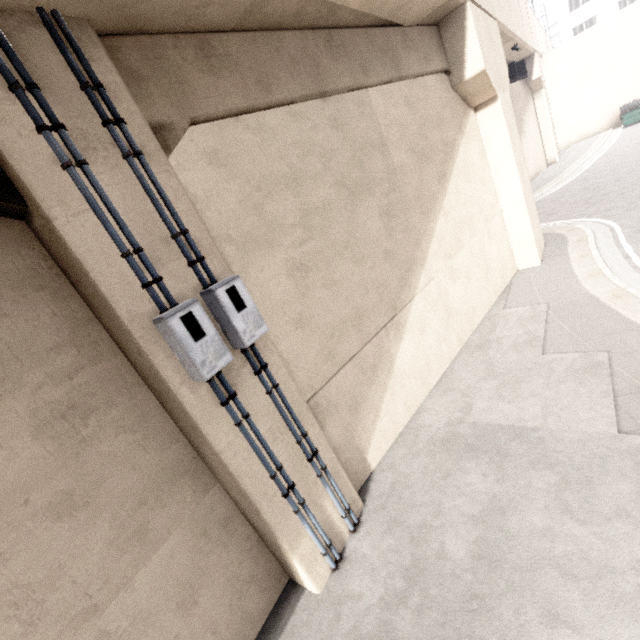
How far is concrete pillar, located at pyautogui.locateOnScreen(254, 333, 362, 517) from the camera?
4.2m

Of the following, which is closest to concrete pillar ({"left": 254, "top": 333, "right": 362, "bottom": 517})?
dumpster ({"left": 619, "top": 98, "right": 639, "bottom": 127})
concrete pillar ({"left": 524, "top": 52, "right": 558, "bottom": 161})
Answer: concrete pillar ({"left": 524, "top": 52, "right": 558, "bottom": 161})

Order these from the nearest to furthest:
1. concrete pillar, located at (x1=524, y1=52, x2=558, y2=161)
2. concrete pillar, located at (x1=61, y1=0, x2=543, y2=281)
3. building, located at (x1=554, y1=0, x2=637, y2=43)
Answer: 1. concrete pillar, located at (x1=61, y1=0, x2=543, y2=281)
2. concrete pillar, located at (x1=524, y1=52, x2=558, y2=161)
3. building, located at (x1=554, y1=0, x2=637, y2=43)

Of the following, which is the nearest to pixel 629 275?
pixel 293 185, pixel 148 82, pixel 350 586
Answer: pixel 293 185

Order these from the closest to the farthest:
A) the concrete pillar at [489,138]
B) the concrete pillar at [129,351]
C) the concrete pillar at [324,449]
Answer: Answer: the concrete pillar at [129,351], the concrete pillar at [489,138], the concrete pillar at [324,449]

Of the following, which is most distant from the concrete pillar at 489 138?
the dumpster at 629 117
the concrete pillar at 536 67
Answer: the dumpster at 629 117

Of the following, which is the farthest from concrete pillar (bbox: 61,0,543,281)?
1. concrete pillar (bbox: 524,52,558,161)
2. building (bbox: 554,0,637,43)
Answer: building (bbox: 554,0,637,43)
